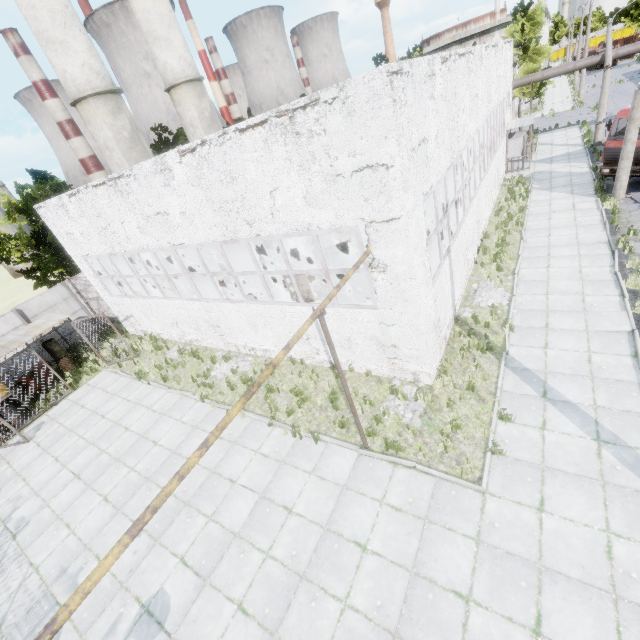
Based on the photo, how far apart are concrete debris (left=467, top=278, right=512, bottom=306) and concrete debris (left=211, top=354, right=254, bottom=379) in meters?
8.5 m

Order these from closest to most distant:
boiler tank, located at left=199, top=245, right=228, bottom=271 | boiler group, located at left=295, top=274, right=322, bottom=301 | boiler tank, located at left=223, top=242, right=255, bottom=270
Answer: boiler group, located at left=295, top=274, right=322, bottom=301
boiler tank, located at left=223, top=242, right=255, bottom=270
boiler tank, located at left=199, top=245, right=228, bottom=271

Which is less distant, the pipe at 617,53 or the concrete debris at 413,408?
the concrete debris at 413,408

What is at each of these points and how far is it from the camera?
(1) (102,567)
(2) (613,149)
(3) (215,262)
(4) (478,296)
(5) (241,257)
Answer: (1) pipe, 3.3m
(2) truck, 15.4m
(3) boiler tank, 19.8m
(4) concrete debris, 12.4m
(5) boiler tank, 18.3m

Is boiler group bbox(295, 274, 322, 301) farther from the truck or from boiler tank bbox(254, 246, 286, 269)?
the truck

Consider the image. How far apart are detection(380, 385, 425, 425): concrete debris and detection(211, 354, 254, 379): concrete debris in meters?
5.6

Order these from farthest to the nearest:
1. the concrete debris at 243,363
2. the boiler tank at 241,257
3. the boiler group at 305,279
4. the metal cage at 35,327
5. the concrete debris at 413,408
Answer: the boiler tank at 241,257
the metal cage at 35,327
the concrete debris at 243,363
the boiler group at 305,279
the concrete debris at 413,408

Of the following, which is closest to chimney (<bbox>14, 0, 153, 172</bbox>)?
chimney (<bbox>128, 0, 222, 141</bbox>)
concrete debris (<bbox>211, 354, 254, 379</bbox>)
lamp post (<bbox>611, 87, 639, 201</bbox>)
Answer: chimney (<bbox>128, 0, 222, 141</bbox>)
